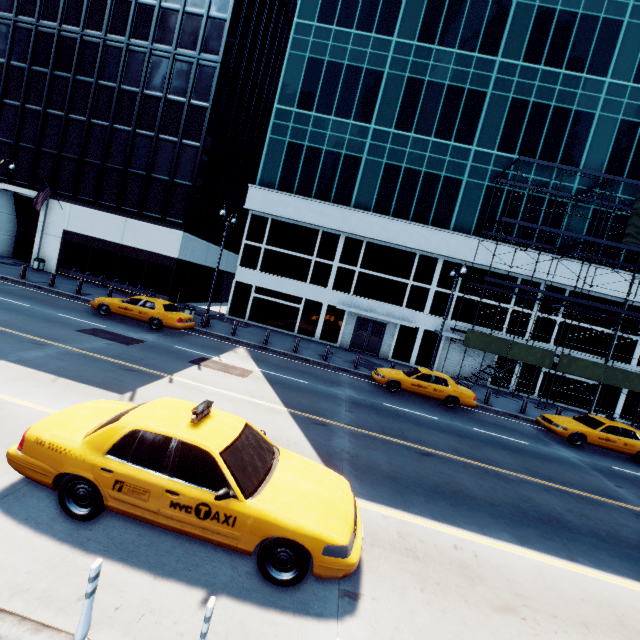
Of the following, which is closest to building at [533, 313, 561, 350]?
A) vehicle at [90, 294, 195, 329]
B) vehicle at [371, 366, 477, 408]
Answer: vehicle at [371, 366, 477, 408]

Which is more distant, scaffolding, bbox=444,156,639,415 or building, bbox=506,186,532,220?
building, bbox=506,186,532,220

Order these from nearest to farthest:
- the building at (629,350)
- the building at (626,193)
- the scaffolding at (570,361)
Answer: the scaffolding at (570,361) → the building at (626,193) → the building at (629,350)

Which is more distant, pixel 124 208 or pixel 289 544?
pixel 124 208

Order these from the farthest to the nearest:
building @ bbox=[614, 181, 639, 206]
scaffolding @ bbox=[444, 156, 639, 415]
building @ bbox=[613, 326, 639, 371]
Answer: building @ bbox=[613, 326, 639, 371] → building @ bbox=[614, 181, 639, 206] → scaffolding @ bbox=[444, 156, 639, 415]

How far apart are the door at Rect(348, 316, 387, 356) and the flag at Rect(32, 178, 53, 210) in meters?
25.9 m

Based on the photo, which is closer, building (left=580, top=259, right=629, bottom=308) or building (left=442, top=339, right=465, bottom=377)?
building (left=580, top=259, right=629, bottom=308)

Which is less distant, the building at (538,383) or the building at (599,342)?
the building at (599,342)
